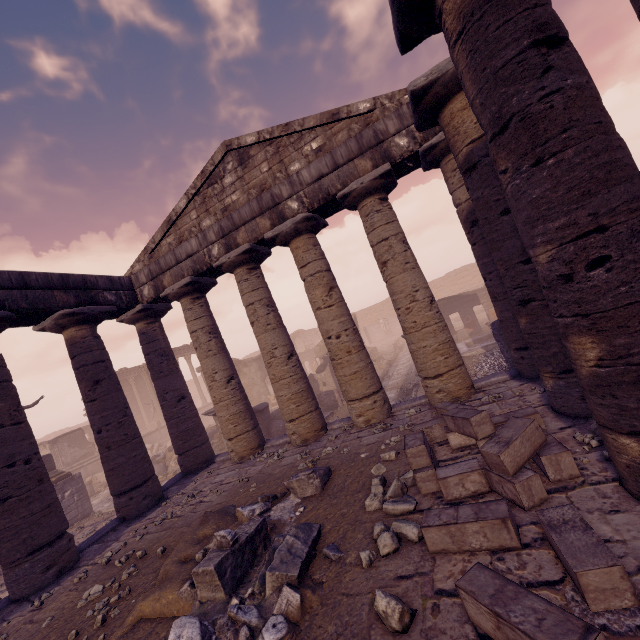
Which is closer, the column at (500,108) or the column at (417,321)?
the column at (500,108)

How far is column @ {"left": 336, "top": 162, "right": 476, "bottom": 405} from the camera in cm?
720

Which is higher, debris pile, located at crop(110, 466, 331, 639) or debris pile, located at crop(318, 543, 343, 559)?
debris pile, located at crop(110, 466, 331, 639)

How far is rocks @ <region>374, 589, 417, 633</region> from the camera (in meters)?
2.57

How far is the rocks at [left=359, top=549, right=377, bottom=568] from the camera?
3.41m

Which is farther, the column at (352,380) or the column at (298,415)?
the column at (298,415)

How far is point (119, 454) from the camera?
8.13m

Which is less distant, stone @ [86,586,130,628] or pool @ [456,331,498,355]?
stone @ [86,586,130,628]
